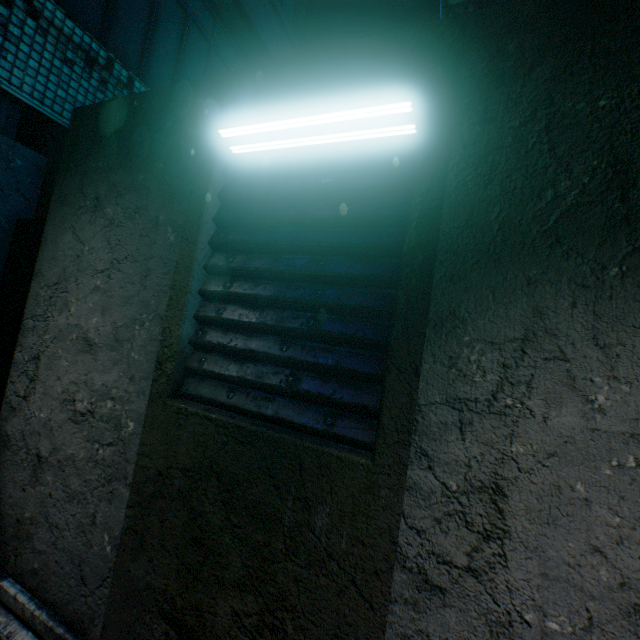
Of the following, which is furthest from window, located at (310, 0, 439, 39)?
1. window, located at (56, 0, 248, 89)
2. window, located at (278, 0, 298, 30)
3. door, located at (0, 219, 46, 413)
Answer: door, located at (0, 219, 46, 413)

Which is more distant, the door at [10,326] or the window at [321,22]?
the window at [321,22]

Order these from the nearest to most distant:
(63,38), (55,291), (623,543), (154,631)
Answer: (623,543)
(154,631)
(55,291)
(63,38)

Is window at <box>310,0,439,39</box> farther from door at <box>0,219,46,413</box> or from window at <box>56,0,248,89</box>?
door at <box>0,219,46,413</box>

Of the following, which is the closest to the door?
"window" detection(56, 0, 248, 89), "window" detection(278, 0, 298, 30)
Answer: "window" detection(56, 0, 248, 89)

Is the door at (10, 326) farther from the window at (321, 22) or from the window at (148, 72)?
the window at (321, 22)

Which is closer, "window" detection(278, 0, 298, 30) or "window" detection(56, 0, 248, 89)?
"window" detection(56, 0, 248, 89)

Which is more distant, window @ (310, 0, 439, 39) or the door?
window @ (310, 0, 439, 39)
